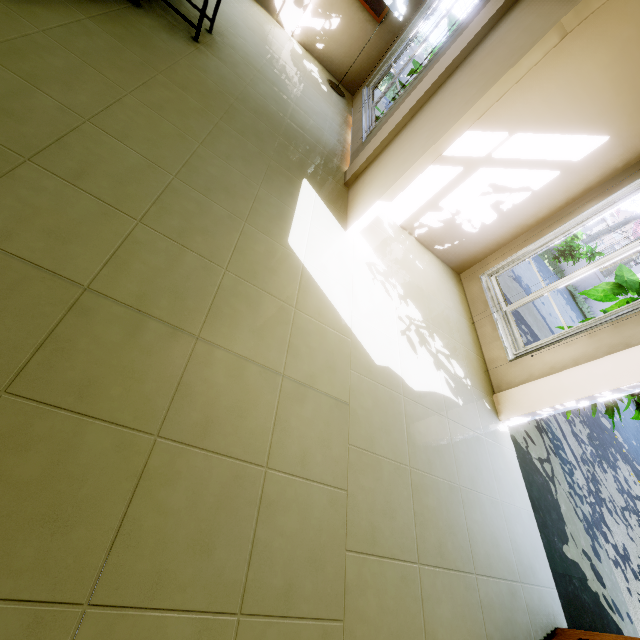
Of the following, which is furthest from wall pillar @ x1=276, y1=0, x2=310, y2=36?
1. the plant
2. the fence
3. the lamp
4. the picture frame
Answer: the fence

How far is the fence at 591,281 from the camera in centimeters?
1366cm

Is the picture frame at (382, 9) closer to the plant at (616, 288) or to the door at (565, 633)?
the plant at (616, 288)

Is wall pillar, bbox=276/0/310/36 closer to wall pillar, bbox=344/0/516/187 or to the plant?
wall pillar, bbox=344/0/516/187

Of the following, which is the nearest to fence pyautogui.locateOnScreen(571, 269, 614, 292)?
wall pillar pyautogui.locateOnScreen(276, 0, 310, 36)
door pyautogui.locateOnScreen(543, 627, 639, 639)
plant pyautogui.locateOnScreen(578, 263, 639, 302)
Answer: wall pillar pyautogui.locateOnScreen(276, 0, 310, 36)

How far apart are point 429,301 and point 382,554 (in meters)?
2.49

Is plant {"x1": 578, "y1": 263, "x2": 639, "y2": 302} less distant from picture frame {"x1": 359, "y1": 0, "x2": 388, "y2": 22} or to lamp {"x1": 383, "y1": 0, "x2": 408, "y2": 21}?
lamp {"x1": 383, "y1": 0, "x2": 408, "y2": 21}

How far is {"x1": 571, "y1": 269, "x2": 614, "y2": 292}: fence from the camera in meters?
13.7
